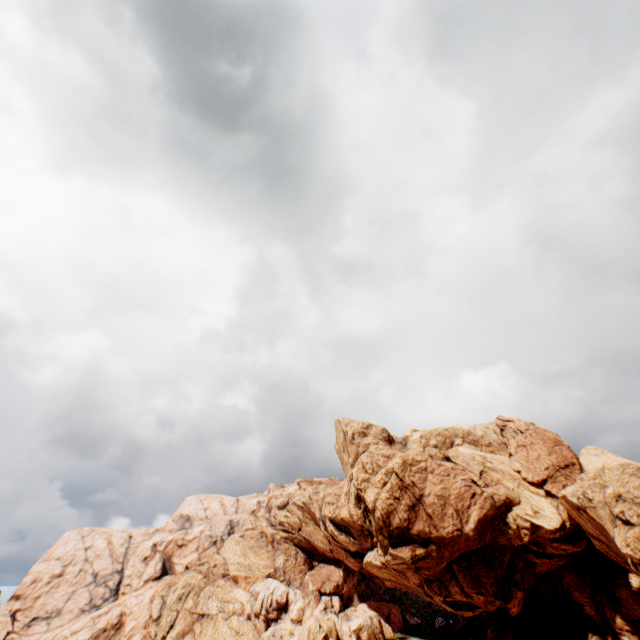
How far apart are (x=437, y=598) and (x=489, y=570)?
10.1 meters
